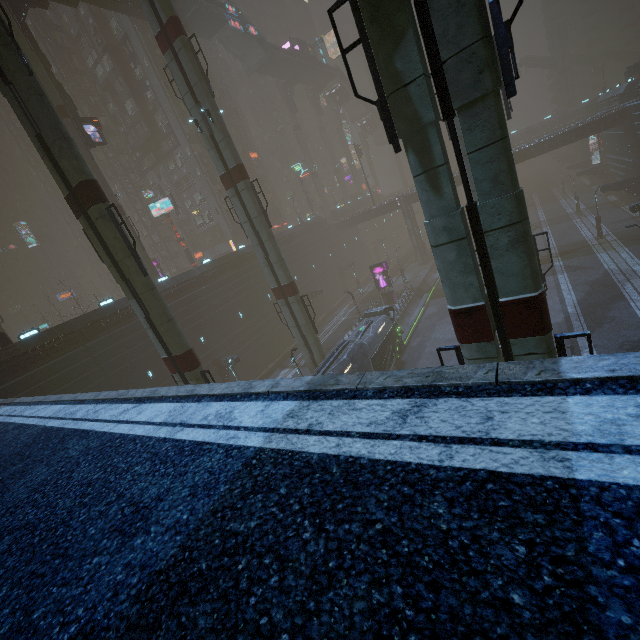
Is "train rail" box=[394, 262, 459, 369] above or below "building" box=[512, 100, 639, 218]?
below

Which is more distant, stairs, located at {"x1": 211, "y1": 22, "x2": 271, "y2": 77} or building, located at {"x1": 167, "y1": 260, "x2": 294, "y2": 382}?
stairs, located at {"x1": 211, "y1": 22, "x2": 271, "y2": 77}

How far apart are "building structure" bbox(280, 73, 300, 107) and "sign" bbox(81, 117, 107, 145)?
37.7 meters

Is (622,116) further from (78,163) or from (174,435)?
(174,435)

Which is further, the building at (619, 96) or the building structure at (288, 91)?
the building structure at (288, 91)

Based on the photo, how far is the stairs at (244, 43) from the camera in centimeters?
4481cm

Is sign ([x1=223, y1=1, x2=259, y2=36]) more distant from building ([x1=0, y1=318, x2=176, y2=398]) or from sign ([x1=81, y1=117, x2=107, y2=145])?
sign ([x1=81, y1=117, x2=107, y2=145])

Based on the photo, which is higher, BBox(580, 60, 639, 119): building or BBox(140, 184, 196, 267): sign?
BBox(140, 184, 196, 267): sign
